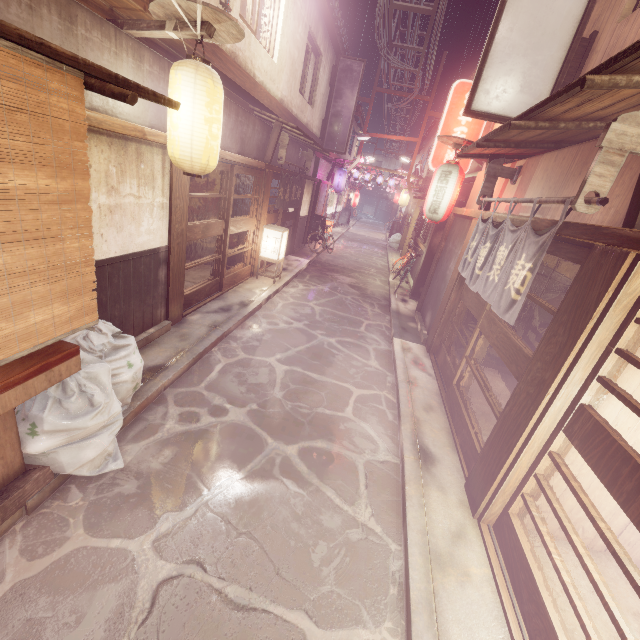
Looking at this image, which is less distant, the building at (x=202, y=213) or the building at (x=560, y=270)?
the building at (x=560, y=270)

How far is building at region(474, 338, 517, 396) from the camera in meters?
11.7

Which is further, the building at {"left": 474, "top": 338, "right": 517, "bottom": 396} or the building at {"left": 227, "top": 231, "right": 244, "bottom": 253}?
the building at {"left": 227, "top": 231, "right": 244, "bottom": 253}

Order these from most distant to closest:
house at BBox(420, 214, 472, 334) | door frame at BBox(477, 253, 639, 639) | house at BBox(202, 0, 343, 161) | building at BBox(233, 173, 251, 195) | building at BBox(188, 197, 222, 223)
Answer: building at BBox(188, 197, 222, 223) < building at BBox(233, 173, 251, 195) < house at BBox(420, 214, 472, 334) < house at BBox(202, 0, 343, 161) < door frame at BBox(477, 253, 639, 639)

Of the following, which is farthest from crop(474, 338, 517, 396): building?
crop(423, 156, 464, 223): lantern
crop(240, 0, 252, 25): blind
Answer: crop(240, 0, 252, 25): blind

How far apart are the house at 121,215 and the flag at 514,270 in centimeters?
854cm

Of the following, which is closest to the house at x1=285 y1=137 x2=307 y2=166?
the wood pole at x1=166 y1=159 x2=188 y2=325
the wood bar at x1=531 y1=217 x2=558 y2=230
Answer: the wood pole at x1=166 y1=159 x2=188 y2=325

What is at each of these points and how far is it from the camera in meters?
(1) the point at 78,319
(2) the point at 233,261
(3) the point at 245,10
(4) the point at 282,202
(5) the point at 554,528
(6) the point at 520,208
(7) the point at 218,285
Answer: (1) blind, 4.3
(2) building, 16.9
(3) blind, 11.0
(4) flag, 17.5
(5) building, 6.0
(6) house, 8.9
(7) door, 13.6
